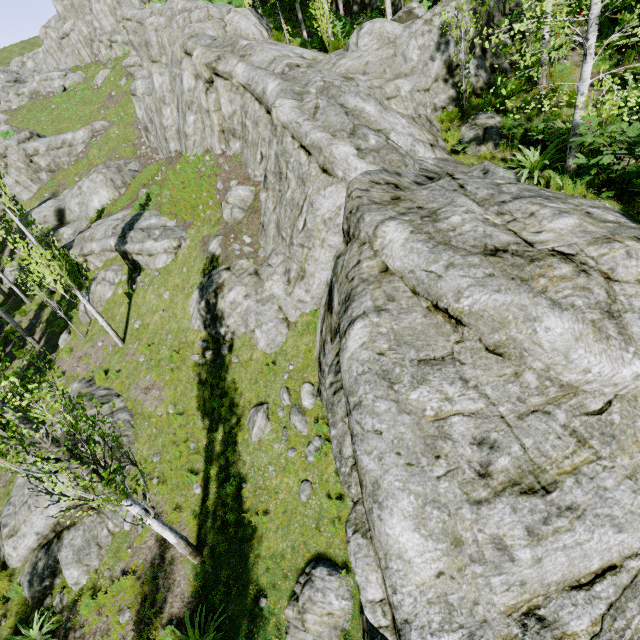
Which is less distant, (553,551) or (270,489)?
(553,551)

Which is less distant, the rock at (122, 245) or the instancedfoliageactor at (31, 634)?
the instancedfoliageactor at (31, 634)

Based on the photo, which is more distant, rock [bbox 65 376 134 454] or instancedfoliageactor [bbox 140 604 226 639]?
rock [bbox 65 376 134 454]

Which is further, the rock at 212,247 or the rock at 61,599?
the rock at 212,247

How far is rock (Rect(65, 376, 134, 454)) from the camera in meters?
11.8

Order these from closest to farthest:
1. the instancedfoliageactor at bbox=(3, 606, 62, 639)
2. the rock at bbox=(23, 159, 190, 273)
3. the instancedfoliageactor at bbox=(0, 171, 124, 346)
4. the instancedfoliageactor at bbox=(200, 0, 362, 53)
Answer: the instancedfoliageactor at bbox=(3, 606, 62, 639), the instancedfoliageactor at bbox=(0, 171, 124, 346), the instancedfoliageactor at bbox=(200, 0, 362, 53), the rock at bbox=(23, 159, 190, 273)
